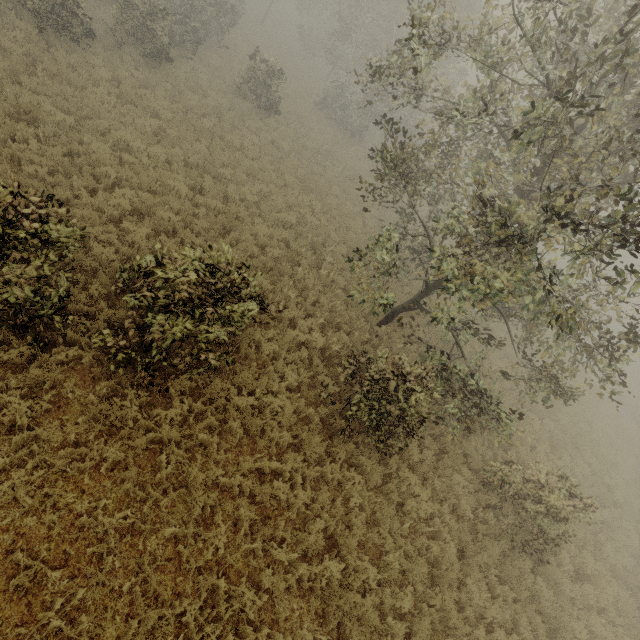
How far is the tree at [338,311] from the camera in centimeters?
994cm

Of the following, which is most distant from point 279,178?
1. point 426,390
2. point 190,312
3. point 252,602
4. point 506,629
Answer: point 506,629

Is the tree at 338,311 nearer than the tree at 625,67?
No

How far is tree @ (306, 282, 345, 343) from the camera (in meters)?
9.94

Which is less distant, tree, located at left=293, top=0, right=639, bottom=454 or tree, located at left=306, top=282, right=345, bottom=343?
tree, located at left=293, top=0, right=639, bottom=454

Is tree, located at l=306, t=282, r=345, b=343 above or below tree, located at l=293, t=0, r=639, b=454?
below
